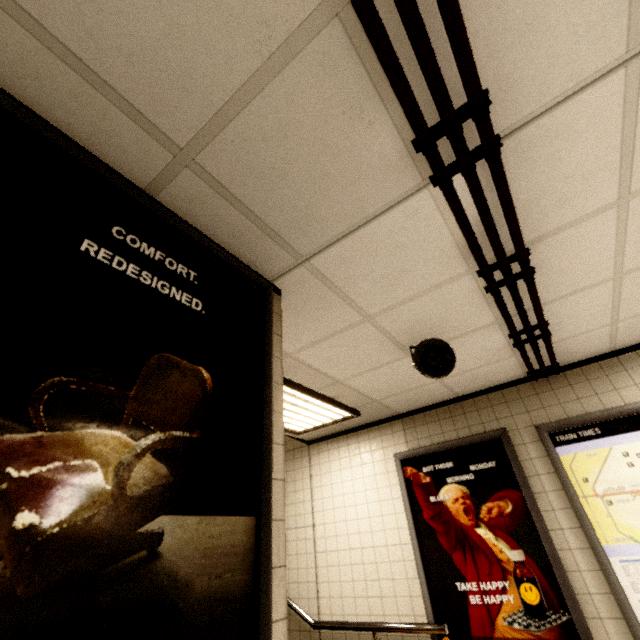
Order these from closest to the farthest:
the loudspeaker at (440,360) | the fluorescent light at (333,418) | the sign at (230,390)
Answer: the sign at (230,390) → the loudspeaker at (440,360) → the fluorescent light at (333,418)

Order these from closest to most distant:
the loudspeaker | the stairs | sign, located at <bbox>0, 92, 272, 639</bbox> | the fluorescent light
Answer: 1. sign, located at <bbox>0, 92, 272, 639</bbox>
2. the loudspeaker
3. the fluorescent light
4. the stairs

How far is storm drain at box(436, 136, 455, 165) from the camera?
1.3 meters

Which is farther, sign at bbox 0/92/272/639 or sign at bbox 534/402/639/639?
sign at bbox 534/402/639/639

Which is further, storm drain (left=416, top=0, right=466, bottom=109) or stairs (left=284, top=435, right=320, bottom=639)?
stairs (left=284, top=435, right=320, bottom=639)

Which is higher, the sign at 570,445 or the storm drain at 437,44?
the storm drain at 437,44

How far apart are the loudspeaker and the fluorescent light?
1.09m

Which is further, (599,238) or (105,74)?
(599,238)
